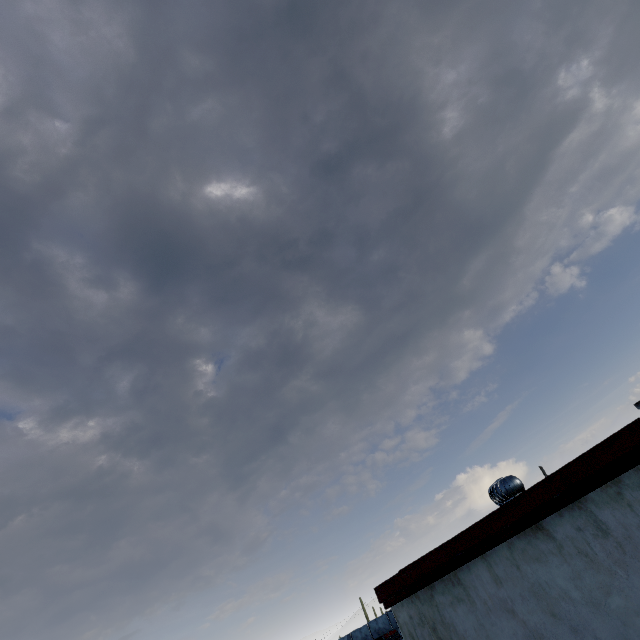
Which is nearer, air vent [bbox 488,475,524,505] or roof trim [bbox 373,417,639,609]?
roof trim [bbox 373,417,639,609]

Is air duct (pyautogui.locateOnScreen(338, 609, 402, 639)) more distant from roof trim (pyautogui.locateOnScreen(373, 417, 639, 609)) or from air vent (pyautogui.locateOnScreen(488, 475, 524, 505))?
air vent (pyautogui.locateOnScreen(488, 475, 524, 505))

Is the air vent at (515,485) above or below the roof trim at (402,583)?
above

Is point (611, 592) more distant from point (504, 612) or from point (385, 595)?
point (385, 595)

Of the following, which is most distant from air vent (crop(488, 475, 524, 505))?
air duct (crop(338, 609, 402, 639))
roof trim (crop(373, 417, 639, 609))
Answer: air duct (crop(338, 609, 402, 639))

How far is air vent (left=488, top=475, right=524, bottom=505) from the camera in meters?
5.4 m

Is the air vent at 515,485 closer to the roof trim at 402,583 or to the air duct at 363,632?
the roof trim at 402,583
